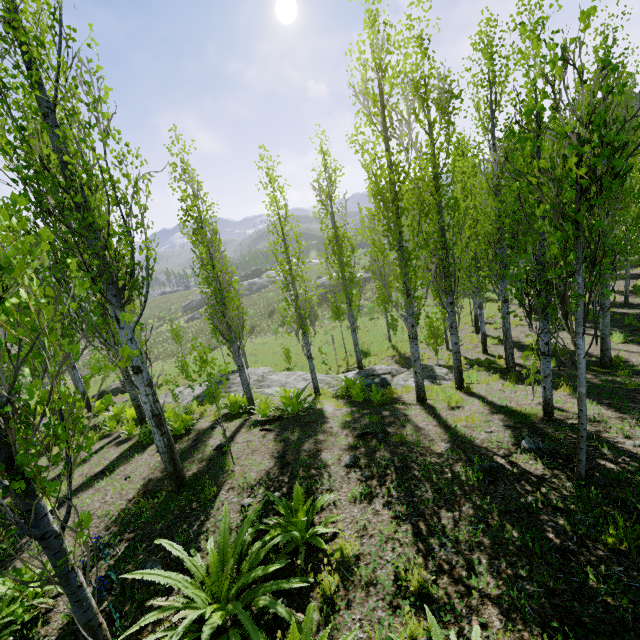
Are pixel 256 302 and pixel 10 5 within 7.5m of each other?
no

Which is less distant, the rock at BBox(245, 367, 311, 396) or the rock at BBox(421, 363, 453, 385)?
the rock at BBox(421, 363, 453, 385)

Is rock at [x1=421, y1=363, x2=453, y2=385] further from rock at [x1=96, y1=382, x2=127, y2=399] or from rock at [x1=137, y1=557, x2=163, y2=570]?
rock at [x1=137, y1=557, x2=163, y2=570]

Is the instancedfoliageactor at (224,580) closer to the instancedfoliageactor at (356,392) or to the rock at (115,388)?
the instancedfoliageactor at (356,392)

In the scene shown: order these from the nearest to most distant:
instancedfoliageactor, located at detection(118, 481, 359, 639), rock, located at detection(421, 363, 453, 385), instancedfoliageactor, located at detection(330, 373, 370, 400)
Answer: instancedfoliageactor, located at detection(118, 481, 359, 639), instancedfoliageactor, located at detection(330, 373, 370, 400), rock, located at detection(421, 363, 453, 385)

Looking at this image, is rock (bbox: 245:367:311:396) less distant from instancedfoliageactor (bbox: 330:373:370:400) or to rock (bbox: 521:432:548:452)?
instancedfoliageactor (bbox: 330:373:370:400)

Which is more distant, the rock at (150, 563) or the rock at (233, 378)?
the rock at (233, 378)

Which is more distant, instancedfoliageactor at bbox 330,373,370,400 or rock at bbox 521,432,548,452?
instancedfoliageactor at bbox 330,373,370,400
